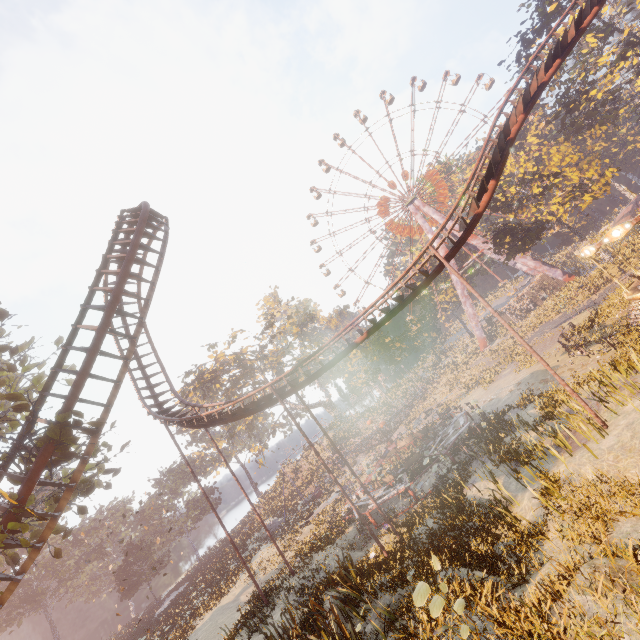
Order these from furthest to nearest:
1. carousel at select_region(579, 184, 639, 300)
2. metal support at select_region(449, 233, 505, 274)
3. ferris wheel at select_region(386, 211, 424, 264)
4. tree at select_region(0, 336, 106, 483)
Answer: ferris wheel at select_region(386, 211, 424, 264) < metal support at select_region(449, 233, 505, 274) < carousel at select_region(579, 184, 639, 300) < tree at select_region(0, 336, 106, 483)

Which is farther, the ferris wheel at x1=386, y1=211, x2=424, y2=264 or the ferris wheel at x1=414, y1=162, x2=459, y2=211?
the ferris wheel at x1=386, y1=211, x2=424, y2=264

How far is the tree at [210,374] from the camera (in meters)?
45.12

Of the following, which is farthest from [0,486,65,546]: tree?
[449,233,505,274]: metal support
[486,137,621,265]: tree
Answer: [449,233,505,274]: metal support

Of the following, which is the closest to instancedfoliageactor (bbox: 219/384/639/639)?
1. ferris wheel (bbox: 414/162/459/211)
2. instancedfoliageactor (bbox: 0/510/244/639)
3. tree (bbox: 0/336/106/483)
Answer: ferris wheel (bbox: 414/162/459/211)

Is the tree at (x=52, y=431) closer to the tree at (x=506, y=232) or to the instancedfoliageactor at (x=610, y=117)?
the instancedfoliageactor at (x=610, y=117)

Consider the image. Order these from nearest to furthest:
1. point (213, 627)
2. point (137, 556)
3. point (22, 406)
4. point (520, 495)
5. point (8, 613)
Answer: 1. point (22, 406)
2. point (520, 495)
3. point (213, 627)
4. point (8, 613)
5. point (137, 556)

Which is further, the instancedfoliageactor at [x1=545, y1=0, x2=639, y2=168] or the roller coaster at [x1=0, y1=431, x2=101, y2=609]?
the instancedfoliageactor at [x1=545, y1=0, x2=639, y2=168]
